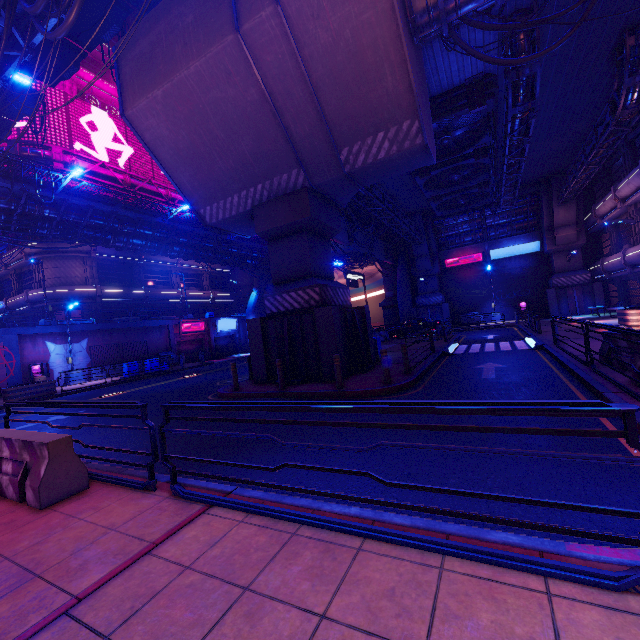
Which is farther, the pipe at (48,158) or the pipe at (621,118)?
the pipe at (48,158)

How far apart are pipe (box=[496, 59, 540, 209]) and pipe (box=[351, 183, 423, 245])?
7.13m

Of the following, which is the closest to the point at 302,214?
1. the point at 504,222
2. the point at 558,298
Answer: the point at 558,298

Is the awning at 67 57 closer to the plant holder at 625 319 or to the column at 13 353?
the column at 13 353

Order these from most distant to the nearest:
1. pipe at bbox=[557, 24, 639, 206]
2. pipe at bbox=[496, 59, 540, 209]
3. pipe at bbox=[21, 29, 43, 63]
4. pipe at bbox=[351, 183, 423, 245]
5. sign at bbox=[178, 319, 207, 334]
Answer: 1. sign at bbox=[178, 319, 207, 334]
2. pipe at bbox=[351, 183, 423, 245]
3. pipe at bbox=[557, 24, 639, 206]
4. pipe at bbox=[496, 59, 540, 209]
5. pipe at bbox=[21, 29, 43, 63]

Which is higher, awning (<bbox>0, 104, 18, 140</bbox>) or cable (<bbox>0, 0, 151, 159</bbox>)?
awning (<bbox>0, 104, 18, 140</bbox>)

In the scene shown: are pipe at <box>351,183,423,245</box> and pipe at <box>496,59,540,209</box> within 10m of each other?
yes

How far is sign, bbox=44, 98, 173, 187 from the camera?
30.6 meters
